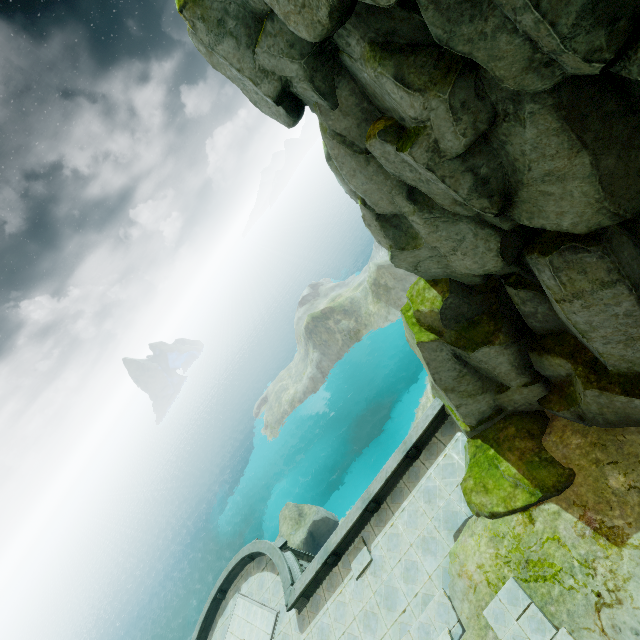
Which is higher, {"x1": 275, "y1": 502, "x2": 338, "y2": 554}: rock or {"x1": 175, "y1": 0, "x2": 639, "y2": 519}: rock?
{"x1": 175, "y1": 0, "x2": 639, "y2": 519}: rock

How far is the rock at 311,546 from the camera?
31.21m

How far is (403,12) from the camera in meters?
5.1

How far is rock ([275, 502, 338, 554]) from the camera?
31.21m

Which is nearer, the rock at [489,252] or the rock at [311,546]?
the rock at [489,252]

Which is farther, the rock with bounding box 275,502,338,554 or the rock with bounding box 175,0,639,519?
the rock with bounding box 275,502,338,554
